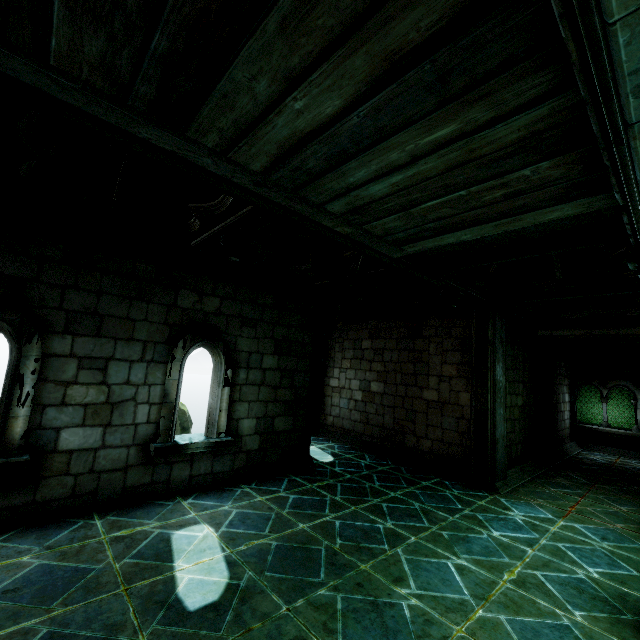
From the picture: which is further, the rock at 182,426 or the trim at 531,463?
the rock at 182,426

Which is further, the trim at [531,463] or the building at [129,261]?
the trim at [531,463]

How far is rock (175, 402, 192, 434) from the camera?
20.4 meters

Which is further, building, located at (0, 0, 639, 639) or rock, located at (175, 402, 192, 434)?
rock, located at (175, 402, 192, 434)

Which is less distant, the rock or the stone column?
the stone column

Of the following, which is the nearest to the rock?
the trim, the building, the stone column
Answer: the building

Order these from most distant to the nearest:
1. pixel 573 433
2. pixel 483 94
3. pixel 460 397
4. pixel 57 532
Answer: pixel 573 433 → pixel 460 397 → pixel 57 532 → pixel 483 94

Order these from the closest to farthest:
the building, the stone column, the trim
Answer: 1. the building
2. the stone column
3. the trim
